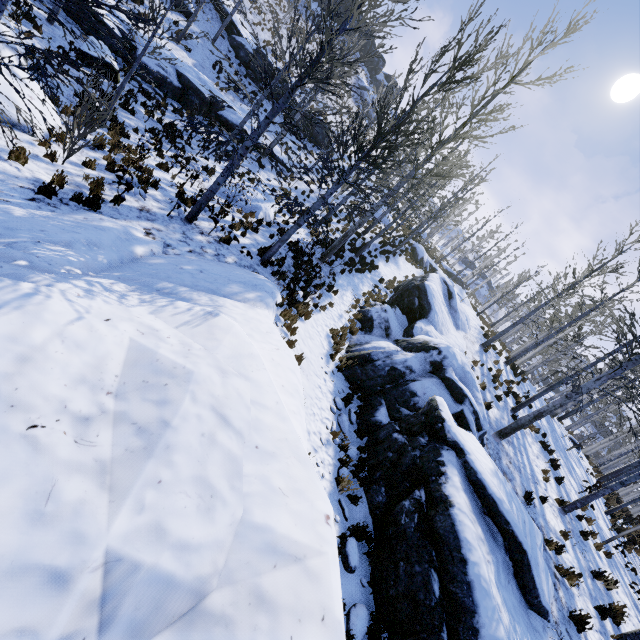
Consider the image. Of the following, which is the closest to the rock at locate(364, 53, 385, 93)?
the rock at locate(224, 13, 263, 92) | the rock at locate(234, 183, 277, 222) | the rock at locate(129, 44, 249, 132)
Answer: the rock at locate(224, 13, 263, 92)

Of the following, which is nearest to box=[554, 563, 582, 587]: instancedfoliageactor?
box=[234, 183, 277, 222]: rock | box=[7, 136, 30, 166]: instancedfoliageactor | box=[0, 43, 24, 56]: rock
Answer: box=[234, 183, 277, 222]: rock

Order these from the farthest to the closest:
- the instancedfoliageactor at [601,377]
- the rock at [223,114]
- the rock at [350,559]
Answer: the rock at [223,114] < the instancedfoliageactor at [601,377] < the rock at [350,559]

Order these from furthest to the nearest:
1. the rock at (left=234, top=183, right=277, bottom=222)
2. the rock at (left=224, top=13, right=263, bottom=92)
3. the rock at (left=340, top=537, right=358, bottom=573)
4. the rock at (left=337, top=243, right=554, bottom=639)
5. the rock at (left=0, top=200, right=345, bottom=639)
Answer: the rock at (left=224, top=13, right=263, bottom=92)
the rock at (left=234, top=183, right=277, bottom=222)
the rock at (left=340, top=537, right=358, bottom=573)
the rock at (left=337, top=243, right=554, bottom=639)
the rock at (left=0, top=200, right=345, bottom=639)

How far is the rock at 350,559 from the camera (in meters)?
6.03

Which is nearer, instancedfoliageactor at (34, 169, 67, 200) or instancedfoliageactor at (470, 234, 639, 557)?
instancedfoliageactor at (34, 169, 67, 200)

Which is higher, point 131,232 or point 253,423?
point 253,423

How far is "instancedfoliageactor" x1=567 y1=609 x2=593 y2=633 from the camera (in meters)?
6.92
